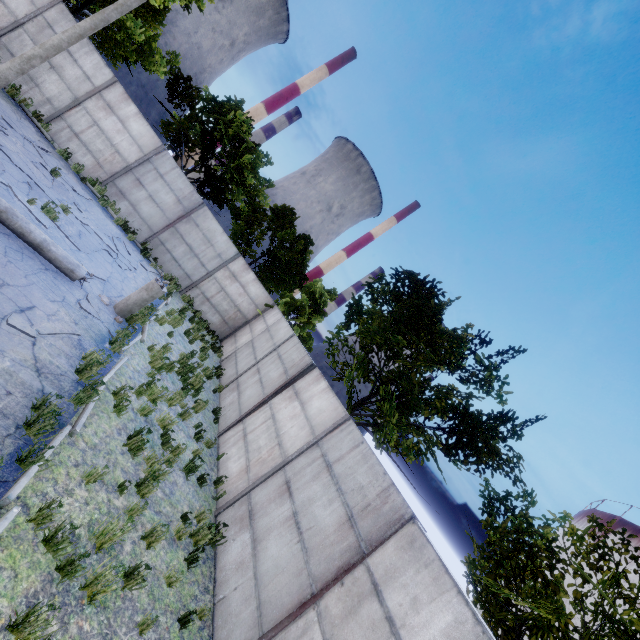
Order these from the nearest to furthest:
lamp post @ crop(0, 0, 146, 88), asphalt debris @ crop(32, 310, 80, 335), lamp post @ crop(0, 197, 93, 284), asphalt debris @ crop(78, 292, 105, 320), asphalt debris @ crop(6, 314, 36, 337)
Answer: asphalt debris @ crop(6, 314, 36, 337) < asphalt debris @ crop(32, 310, 80, 335) < lamp post @ crop(0, 197, 93, 284) < asphalt debris @ crop(78, 292, 105, 320) < lamp post @ crop(0, 0, 146, 88)

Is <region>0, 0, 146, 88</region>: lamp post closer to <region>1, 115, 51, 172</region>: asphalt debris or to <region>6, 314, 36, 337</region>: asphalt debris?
<region>1, 115, 51, 172</region>: asphalt debris

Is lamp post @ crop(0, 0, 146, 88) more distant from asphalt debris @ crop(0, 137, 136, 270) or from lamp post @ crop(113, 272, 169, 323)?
lamp post @ crop(113, 272, 169, 323)

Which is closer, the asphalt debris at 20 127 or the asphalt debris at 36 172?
the asphalt debris at 36 172

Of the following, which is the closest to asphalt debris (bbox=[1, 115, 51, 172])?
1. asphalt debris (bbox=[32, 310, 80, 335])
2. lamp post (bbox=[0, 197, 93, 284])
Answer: lamp post (bbox=[0, 197, 93, 284])

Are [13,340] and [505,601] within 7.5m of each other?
no

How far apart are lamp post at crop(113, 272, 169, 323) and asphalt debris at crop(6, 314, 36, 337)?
2.25m

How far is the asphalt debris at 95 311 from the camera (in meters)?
7.70
